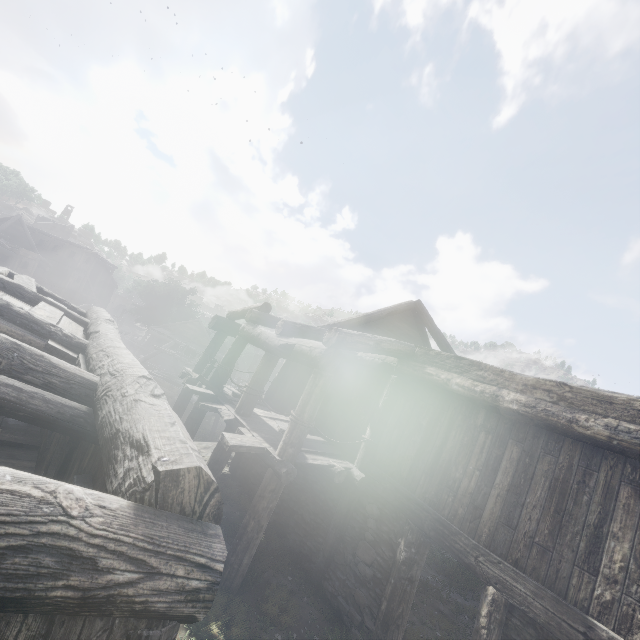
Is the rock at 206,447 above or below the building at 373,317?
below

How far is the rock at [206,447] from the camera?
11.93m

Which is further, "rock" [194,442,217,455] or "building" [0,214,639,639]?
"rock" [194,442,217,455]

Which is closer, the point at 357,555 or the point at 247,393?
the point at 357,555

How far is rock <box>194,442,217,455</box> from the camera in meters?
11.9

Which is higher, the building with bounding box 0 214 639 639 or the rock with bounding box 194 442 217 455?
the building with bounding box 0 214 639 639
